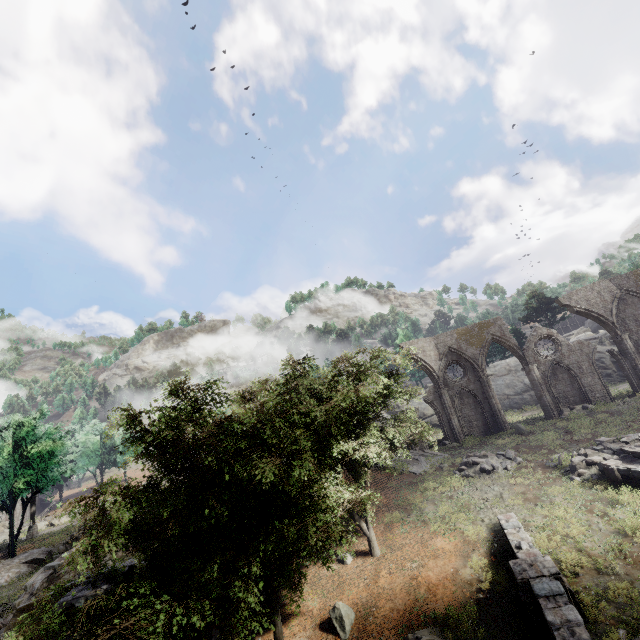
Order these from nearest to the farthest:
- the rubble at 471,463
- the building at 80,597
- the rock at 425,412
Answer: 1. the building at 80,597
2. the rubble at 471,463
3. the rock at 425,412

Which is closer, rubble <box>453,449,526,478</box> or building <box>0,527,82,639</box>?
building <box>0,527,82,639</box>

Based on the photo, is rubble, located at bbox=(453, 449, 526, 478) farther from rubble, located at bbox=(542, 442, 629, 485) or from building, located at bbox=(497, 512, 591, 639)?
building, located at bbox=(497, 512, 591, 639)

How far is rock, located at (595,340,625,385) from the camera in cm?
3749

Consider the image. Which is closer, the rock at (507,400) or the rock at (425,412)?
the rock at (507,400)

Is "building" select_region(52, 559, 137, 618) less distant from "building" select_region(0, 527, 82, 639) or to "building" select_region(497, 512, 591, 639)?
"building" select_region(0, 527, 82, 639)

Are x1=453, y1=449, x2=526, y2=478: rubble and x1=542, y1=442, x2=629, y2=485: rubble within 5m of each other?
yes

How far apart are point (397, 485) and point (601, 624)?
13.3m
